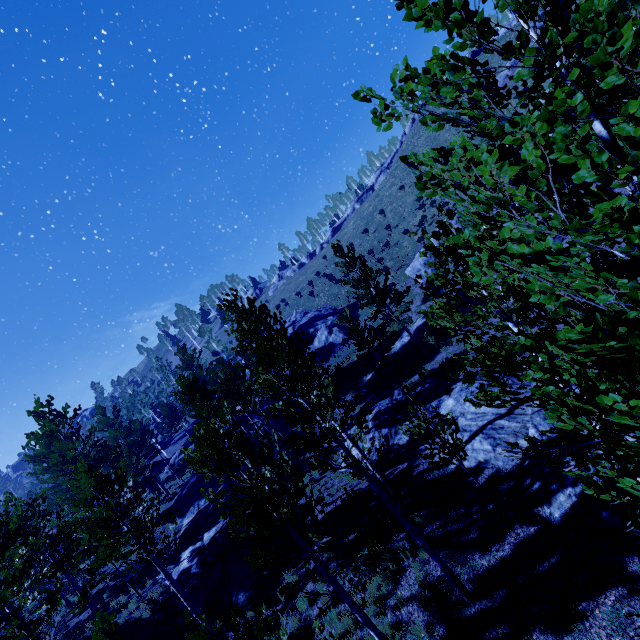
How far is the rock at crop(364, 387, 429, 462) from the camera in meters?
15.1 m

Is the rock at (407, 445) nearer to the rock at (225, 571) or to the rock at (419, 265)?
the rock at (225, 571)

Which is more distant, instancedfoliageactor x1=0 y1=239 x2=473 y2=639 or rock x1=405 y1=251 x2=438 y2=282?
rock x1=405 y1=251 x2=438 y2=282

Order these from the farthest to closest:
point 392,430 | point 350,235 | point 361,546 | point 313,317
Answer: point 350,235 → point 313,317 → point 392,430 → point 361,546

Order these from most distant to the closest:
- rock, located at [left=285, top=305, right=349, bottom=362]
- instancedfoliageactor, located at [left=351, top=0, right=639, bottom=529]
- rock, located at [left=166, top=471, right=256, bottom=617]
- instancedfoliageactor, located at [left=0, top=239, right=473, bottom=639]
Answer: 1. rock, located at [left=285, top=305, right=349, bottom=362]
2. rock, located at [left=166, top=471, right=256, bottom=617]
3. instancedfoliageactor, located at [left=0, top=239, right=473, bottom=639]
4. instancedfoliageactor, located at [left=351, top=0, right=639, bottom=529]

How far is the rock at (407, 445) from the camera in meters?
15.1 m

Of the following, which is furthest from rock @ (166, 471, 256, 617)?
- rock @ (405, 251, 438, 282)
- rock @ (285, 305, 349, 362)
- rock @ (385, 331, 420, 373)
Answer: rock @ (405, 251, 438, 282)

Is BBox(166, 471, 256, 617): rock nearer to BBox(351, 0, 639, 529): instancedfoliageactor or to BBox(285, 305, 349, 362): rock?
BBox(351, 0, 639, 529): instancedfoliageactor
